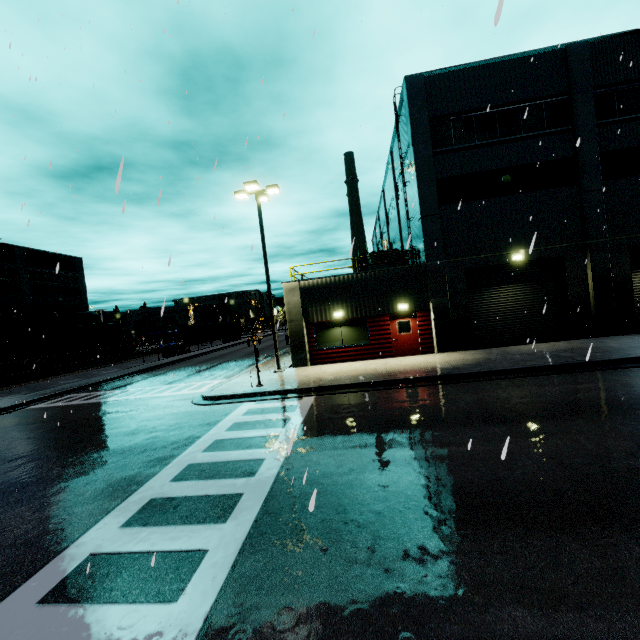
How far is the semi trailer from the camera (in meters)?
36.76

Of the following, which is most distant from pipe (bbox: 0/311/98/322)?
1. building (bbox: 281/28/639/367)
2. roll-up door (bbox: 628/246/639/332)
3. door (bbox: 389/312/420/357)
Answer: roll-up door (bbox: 628/246/639/332)

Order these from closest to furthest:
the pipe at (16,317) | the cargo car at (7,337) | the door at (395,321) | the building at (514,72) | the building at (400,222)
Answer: the building at (514,72) < the door at (395,321) < the building at (400,222) < the cargo car at (7,337) < the pipe at (16,317)

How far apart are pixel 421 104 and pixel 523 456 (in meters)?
17.90

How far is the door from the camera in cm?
1777

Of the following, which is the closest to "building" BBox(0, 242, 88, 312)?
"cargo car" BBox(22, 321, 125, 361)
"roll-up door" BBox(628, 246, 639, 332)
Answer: "roll-up door" BBox(628, 246, 639, 332)

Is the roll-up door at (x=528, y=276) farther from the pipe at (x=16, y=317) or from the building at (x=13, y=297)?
the pipe at (x=16, y=317)
